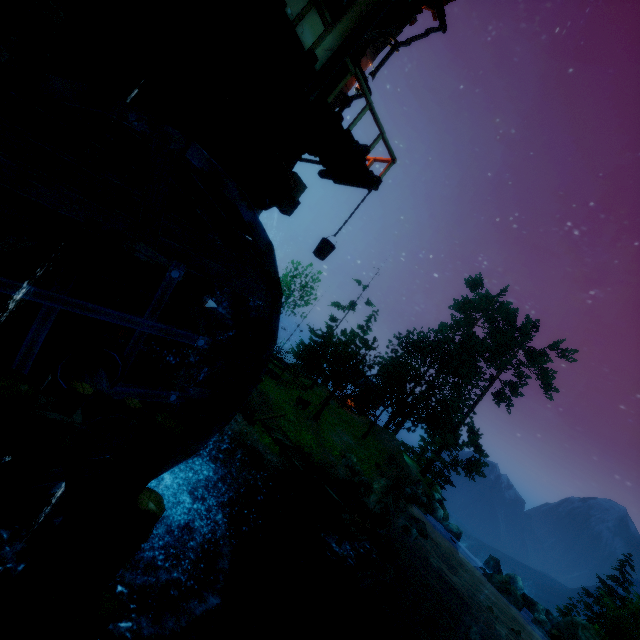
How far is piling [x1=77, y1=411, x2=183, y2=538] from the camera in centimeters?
377cm

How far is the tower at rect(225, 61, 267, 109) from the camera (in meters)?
7.08

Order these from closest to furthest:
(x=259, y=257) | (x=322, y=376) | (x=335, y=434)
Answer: (x=259, y=257) < (x=335, y=434) < (x=322, y=376)

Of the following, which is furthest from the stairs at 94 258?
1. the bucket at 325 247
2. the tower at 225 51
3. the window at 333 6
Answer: the window at 333 6

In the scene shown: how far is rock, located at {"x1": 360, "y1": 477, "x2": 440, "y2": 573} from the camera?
17.67m

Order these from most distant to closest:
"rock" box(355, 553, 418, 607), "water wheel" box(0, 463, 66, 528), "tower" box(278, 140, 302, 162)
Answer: "rock" box(355, 553, 418, 607) < "tower" box(278, 140, 302, 162) < "water wheel" box(0, 463, 66, 528)

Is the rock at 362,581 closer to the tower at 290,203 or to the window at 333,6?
the tower at 290,203
